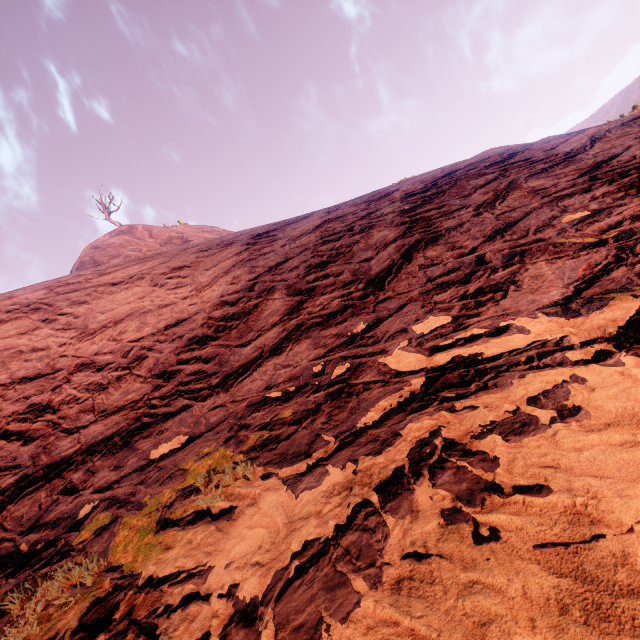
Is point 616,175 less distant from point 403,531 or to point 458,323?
point 458,323
